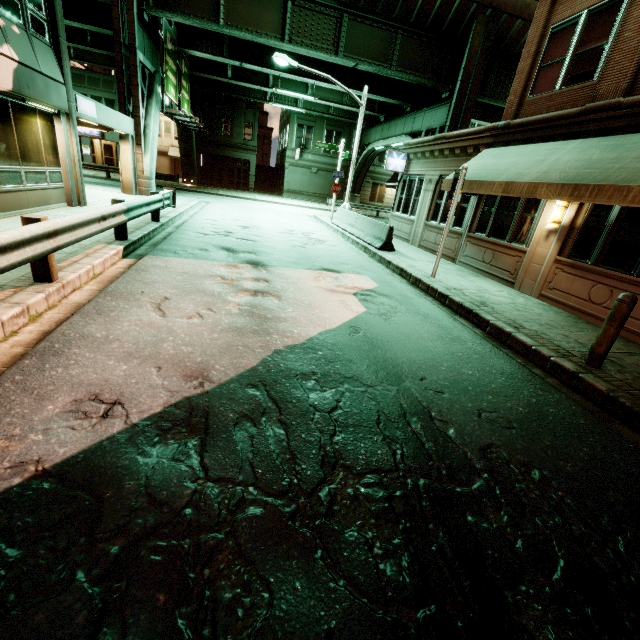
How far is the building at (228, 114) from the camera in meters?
35.3 m

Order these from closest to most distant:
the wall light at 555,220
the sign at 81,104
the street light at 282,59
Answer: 1. the wall light at 555,220
2. the sign at 81,104
3. the street light at 282,59

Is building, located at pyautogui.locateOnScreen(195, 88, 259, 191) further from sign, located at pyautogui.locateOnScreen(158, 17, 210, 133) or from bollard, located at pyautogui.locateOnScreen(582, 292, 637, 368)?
bollard, located at pyautogui.locateOnScreen(582, 292, 637, 368)

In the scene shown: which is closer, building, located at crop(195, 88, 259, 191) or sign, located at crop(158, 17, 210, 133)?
sign, located at crop(158, 17, 210, 133)

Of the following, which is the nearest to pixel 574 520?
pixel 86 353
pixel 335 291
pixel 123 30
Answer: pixel 86 353

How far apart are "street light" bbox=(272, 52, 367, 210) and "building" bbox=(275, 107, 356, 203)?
21.53m

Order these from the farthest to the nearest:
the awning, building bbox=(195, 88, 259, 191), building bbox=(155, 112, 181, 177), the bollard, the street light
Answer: building bbox=(155, 112, 181, 177), building bbox=(195, 88, 259, 191), the street light, the awning, the bollard

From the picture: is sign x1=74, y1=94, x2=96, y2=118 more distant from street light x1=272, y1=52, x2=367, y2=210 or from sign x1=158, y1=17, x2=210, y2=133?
street light x1=272, y1=52, x2=367, y2=210
